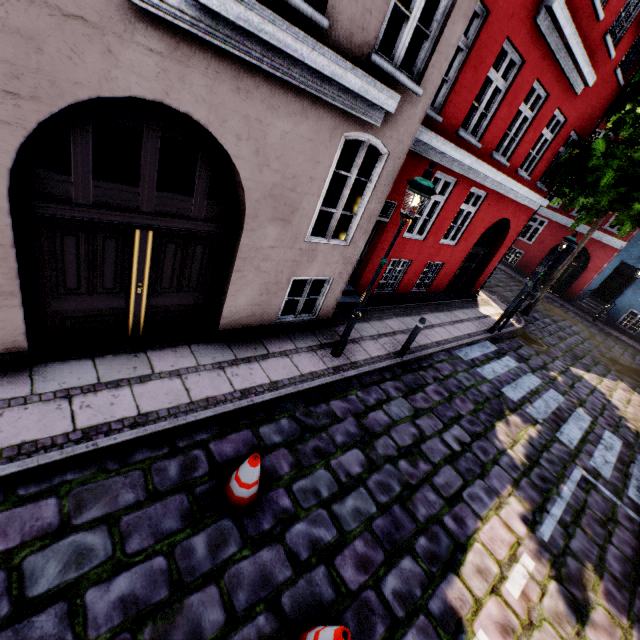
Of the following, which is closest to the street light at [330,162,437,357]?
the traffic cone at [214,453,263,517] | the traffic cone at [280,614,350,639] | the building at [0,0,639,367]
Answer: the building at [0,0,639,367]

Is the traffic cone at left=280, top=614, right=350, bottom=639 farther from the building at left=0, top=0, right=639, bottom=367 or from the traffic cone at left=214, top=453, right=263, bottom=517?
the building at left=0, top=0, right=639, bottom=367

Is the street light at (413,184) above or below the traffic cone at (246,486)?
above

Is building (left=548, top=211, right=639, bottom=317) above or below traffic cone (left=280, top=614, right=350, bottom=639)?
above

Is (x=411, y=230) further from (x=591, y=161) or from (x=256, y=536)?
(x=256, y=536)

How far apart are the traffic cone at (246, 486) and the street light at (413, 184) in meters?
3.1 m

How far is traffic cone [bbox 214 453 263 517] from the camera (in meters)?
3.54

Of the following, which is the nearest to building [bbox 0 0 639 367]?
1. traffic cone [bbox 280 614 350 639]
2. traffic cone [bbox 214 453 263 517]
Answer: traffic cone [bbox 214 453 263 517]
